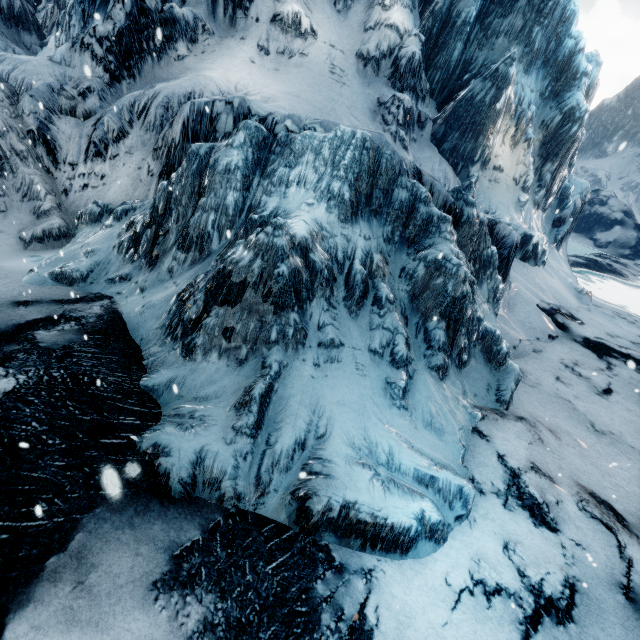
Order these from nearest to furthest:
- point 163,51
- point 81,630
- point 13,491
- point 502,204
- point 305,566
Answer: point 81,630 → point 13,491 → point 305,566 → point 163,51 → point 502,204
